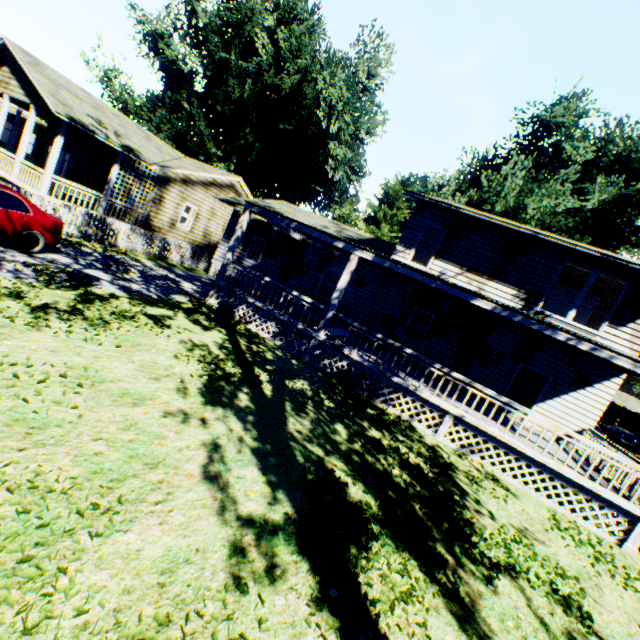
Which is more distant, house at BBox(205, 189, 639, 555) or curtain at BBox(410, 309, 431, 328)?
curtain at BBox(410, 309, 431, 328)

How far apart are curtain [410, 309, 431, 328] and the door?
3.7 meters

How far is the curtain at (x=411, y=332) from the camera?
15.2m

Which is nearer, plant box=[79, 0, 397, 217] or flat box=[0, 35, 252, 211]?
flat box=[0, 35, 252, 211]

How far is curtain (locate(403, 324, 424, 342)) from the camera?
15.2 meters

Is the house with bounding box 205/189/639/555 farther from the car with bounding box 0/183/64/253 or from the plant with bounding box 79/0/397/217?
the car with bounding box 0/183/64/253

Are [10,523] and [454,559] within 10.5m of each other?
yes

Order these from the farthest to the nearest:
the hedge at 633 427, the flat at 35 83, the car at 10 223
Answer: the hedge at 633 427 → the flat at 35 83 → the car at 10 223
